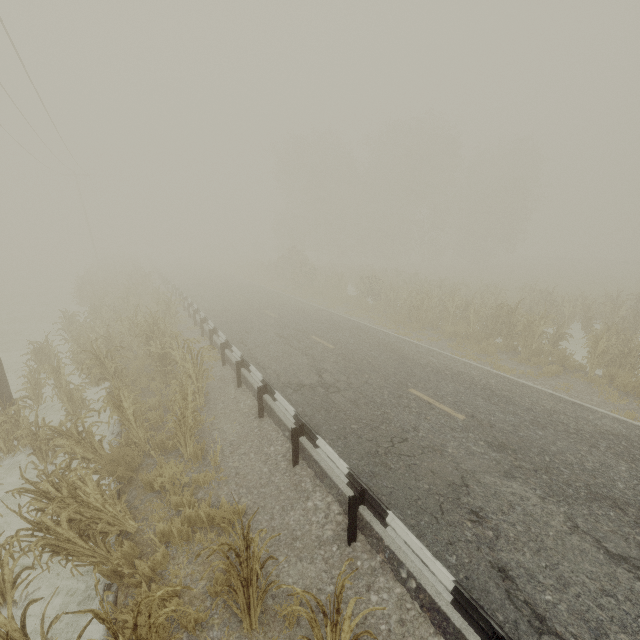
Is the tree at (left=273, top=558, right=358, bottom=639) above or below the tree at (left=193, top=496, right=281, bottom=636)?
above

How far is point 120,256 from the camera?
46.59m

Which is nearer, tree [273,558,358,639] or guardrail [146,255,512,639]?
tree [273,558,358,639]

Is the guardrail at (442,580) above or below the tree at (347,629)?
below

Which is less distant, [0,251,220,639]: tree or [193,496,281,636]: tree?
[193,496,281,636]: tree

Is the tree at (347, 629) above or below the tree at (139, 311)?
above

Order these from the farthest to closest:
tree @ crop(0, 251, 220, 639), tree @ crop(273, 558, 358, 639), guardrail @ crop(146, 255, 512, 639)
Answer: tree @ crop(0, 251, 220, 639) < guardrail @ crop(146, 255, 512, 639) < tree @ crop(273, 558, 358, 639)
